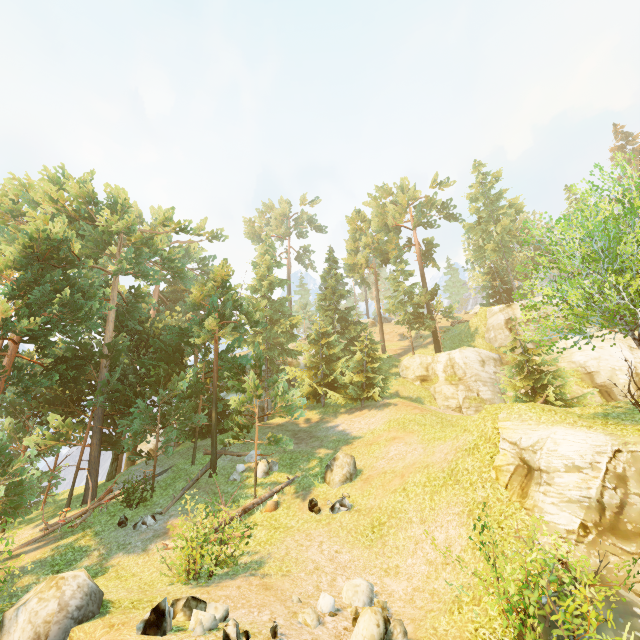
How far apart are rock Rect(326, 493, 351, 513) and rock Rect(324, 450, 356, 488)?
1.0 meters

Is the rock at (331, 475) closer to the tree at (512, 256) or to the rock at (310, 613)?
the tree at (512, 256)

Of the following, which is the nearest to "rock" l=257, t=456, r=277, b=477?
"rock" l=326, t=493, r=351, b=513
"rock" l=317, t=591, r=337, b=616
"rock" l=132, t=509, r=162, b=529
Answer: "rock" l=326, t=493, r=351, b=513

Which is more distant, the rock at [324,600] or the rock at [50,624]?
the rock at [324,600]

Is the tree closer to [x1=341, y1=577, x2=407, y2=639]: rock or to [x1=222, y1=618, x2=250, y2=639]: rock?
[x1=341, y1=577, x2=407, y2=639]: rock

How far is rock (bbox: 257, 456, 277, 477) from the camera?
18.69m

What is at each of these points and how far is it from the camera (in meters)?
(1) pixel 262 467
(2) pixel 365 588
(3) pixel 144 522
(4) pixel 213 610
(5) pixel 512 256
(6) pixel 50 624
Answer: (1) rock, 18.77
(2) rock, 9.90
(3) rock, 15.45
(4) rock, 7.90
(5) tree, 47.94
(6) rock, 7.41

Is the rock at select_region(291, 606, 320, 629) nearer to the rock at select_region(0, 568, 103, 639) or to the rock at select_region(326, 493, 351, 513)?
the rock at select_region(0, 568, 103, 639)
